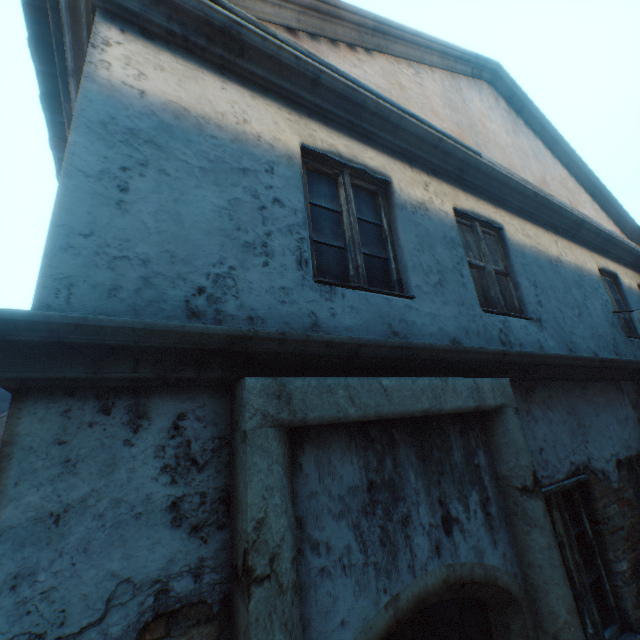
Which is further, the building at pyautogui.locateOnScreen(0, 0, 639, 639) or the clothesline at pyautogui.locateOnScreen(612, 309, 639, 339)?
the clothesline at pyautogui.locateOnScreen(612, 309, 639, 339)

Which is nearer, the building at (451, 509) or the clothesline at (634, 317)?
the building at (451, 509)

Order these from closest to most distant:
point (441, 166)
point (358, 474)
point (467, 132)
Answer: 1. point (358, 474)
2. point (441, 166)
3. point (467, 132)
